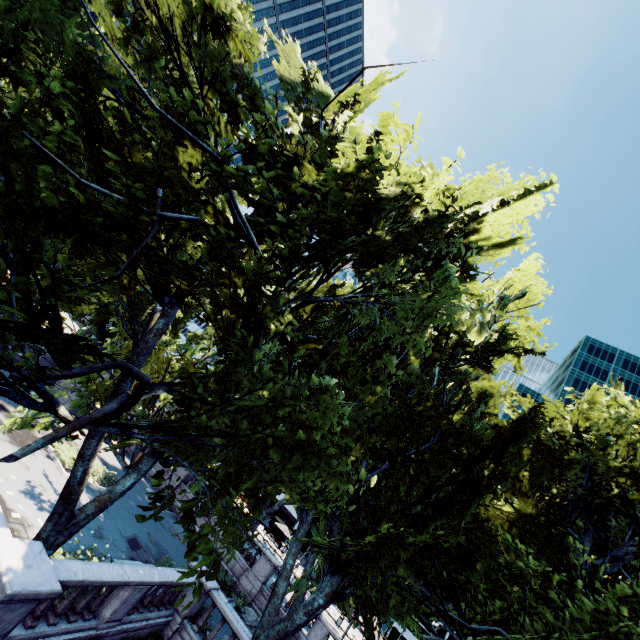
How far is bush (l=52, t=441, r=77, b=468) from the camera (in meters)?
16.28

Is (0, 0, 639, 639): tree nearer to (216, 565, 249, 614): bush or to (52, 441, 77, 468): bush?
(216, 565, 249, 614): bush

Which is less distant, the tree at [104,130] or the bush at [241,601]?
the tree at [104,130]

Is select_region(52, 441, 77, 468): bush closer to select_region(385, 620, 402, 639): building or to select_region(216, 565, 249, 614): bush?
select_region(216, 565, 249, 614): bush

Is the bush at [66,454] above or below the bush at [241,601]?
below

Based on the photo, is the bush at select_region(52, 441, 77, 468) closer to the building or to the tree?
the tree

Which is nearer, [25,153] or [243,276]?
[25,153]

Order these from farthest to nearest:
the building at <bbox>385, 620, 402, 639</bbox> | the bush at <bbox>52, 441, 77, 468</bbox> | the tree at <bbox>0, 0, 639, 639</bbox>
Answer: the building at <bbox>385, 620, 402, 639</bbox>
the bush at <bbox>52, 441, 77, 468</bbox>
the tree at <bbox>0, 0, 639, 639</bbox>
